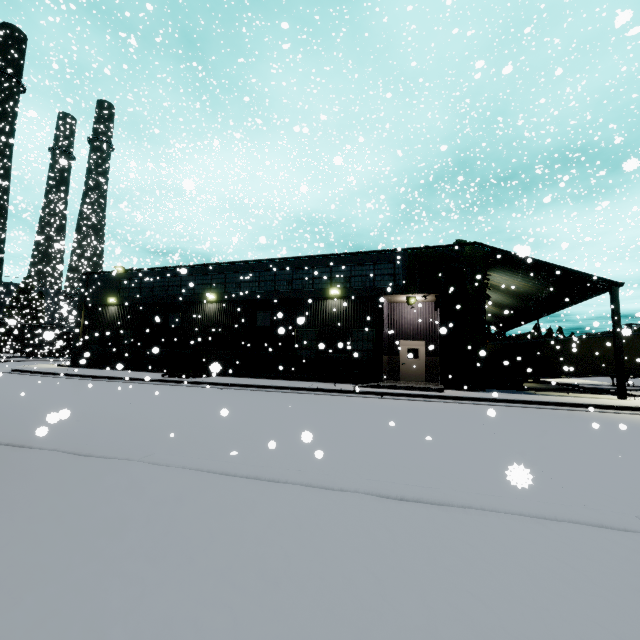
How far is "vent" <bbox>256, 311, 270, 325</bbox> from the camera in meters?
20.9

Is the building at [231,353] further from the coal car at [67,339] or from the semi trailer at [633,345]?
the coal car at [67,339]

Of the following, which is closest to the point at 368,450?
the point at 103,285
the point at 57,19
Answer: the point at 103,285

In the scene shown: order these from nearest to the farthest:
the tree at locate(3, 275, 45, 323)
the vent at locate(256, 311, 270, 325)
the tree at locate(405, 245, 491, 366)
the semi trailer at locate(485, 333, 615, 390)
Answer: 1. the tree at locate(405, 245, 491, 366)
2. the vent at locate(256, 311, 270, 325)
3. the semi trailer at locate(485, 333, 615, 390)
4. the tree at locate(3, 275, 45, 323)

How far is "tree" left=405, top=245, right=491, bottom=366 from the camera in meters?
16.5 m

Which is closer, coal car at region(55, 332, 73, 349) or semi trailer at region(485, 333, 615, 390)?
→ semi trailer at region(485, 333, 615, 390)

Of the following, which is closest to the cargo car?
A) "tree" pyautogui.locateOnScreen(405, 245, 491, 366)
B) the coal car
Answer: the coal car

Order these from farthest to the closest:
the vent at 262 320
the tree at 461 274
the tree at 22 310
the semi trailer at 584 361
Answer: the tree at 22 310
the semi trailer at 584 361
the vent at 262 320
the tree at 461 274
